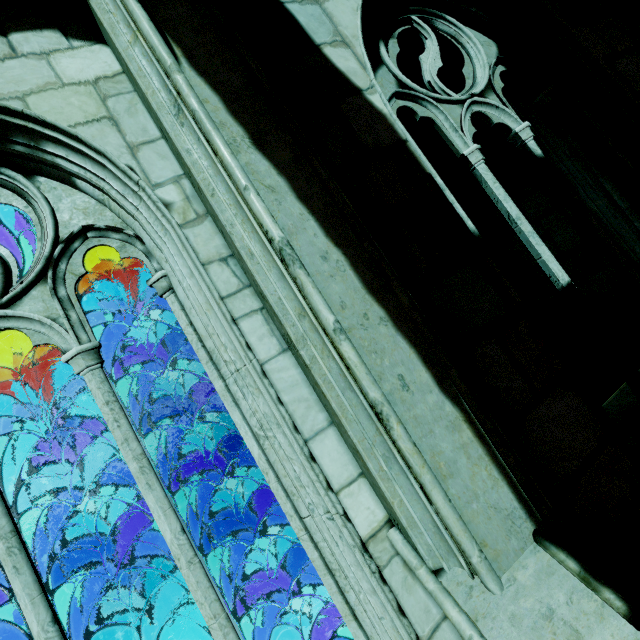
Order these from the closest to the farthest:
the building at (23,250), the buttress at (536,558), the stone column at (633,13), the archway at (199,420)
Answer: the buttress at (536,558)
the stone column at (633,13)
the building at (23,250)
the archway at (199,420)

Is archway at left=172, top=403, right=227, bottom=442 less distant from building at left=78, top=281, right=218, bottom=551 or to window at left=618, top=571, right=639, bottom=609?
building at left=78, top=281, right=218, bottom=551

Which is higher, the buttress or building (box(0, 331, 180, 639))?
building (box(0, 331, 180, 639))

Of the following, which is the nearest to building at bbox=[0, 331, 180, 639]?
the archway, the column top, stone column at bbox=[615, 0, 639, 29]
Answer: the archway

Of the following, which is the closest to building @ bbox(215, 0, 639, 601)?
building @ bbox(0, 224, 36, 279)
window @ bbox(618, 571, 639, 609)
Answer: window @ bbox(618, 571, 639, 609)

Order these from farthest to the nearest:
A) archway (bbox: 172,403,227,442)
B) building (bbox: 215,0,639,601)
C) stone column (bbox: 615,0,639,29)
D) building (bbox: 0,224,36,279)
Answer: archway (bbox: 172,403,227,442) → building (bbox: 0,224,36,279) → stone column (bbox: 615,0,639,29) → building (bbox: 215,0,639,601)

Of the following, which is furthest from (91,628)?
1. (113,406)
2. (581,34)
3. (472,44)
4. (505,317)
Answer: (581,34)

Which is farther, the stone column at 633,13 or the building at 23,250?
the building at 23,250
